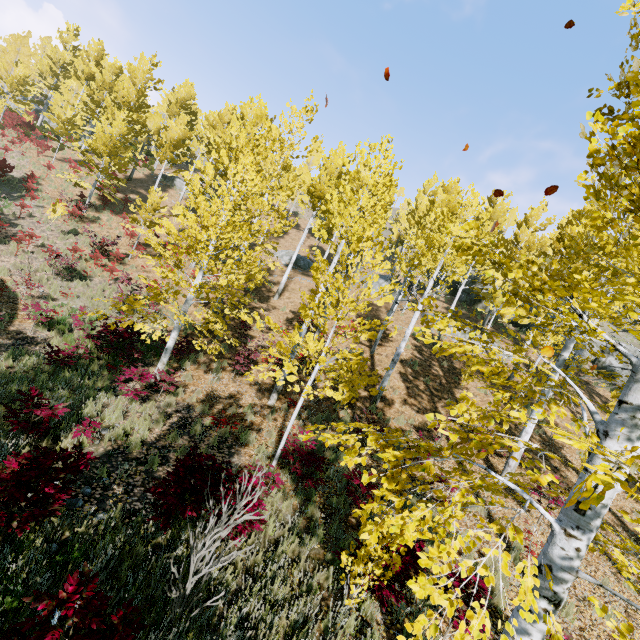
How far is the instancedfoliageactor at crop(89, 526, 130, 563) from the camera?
4.1 meters

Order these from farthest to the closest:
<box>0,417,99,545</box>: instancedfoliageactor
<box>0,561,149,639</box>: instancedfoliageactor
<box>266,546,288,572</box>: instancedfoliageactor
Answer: <box>266,546,288,572</box>: instancedfoliageactor
<box>0,417,99,545</box>: instancedfoliageactor
<box>0,561,149,639</box>: instancedfoliageactor

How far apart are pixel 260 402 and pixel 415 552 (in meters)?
7.15

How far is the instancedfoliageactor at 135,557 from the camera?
4.1m

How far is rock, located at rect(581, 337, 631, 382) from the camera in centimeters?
2284cm

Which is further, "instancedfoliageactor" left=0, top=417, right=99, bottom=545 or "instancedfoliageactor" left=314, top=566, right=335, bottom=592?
"instancedfoliageactor" left=314, top=566, right=335, bottom=592
